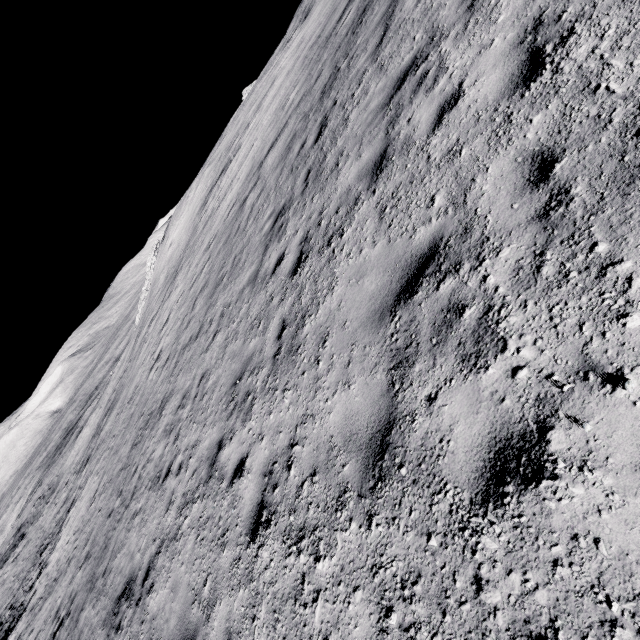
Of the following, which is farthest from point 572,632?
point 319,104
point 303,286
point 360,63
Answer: point 319,104
